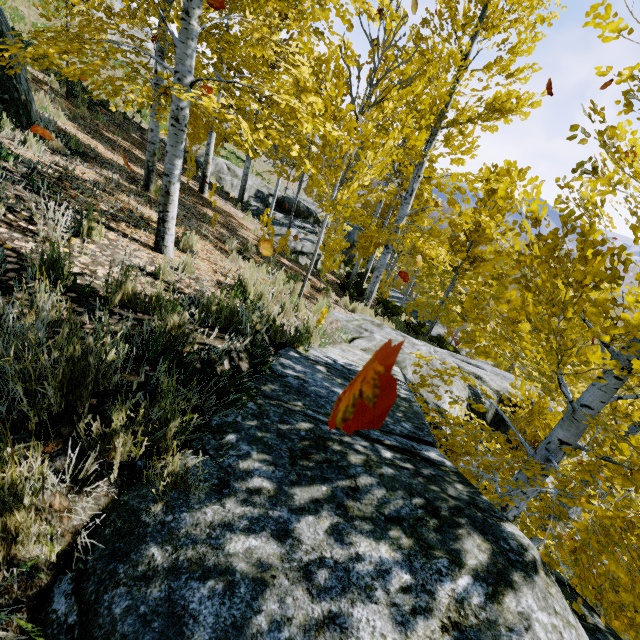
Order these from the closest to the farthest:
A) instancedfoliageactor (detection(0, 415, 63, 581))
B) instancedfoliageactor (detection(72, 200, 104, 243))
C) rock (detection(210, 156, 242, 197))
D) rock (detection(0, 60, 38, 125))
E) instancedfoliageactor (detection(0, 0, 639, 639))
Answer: instancedfoliageactor (detection(0, 415, 63, 581))
instancedfoliageactor (detection(0, 0, 639, 639))
instancedfoliageactor (detection(72, 200, 104, 243))
rock (detection(0, 60, 38, 125))
rock (detection(210, 156, 242, 197))

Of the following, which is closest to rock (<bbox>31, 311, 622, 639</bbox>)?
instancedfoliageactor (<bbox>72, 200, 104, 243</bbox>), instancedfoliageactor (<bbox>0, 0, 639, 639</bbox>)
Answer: instancedfoliageactor (<bbox>0, 0, 639, 639</bbox>)

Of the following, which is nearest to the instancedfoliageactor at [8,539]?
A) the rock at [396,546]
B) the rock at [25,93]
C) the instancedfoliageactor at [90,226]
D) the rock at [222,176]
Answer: the rock at [396,546]

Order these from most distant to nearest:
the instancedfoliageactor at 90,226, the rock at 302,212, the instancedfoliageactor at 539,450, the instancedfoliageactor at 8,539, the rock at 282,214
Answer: the rock at 282,214 → the rock at 302,212 → the instancedfoliageactor at 90,226 → the instancedfoliageactor at 539,450 → the instancedfoliageactor at 8,539

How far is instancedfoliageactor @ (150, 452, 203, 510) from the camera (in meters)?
1.40

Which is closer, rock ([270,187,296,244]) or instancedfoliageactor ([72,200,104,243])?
instancedfoliageactor ([72,200,104,243])

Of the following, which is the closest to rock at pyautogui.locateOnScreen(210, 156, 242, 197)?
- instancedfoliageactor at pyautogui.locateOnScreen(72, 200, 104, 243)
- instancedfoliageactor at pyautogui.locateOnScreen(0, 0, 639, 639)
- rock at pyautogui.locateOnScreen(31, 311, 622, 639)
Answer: instancedfoliageactor at pyautogui.locateOnScreen(0, 0, 639, 639)

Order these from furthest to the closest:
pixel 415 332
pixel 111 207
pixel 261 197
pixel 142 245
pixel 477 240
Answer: pixel 261 197, pixel 415 332, pixel 477 240, pixel 111 207, pixel 142 245
